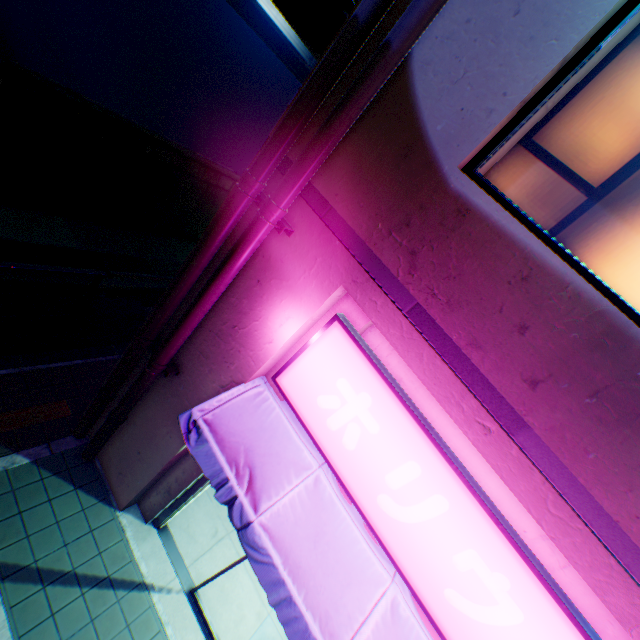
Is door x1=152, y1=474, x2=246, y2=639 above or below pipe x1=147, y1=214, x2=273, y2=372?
below

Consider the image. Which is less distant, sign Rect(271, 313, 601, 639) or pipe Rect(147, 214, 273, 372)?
sign Rect(271, 313, 601, 639)

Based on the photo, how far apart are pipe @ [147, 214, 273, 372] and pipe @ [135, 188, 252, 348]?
0.1 meters

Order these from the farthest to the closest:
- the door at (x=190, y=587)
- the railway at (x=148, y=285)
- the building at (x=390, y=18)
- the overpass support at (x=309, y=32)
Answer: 1. the railway at (x=148, y=285)
2. the overpass support at (x=309, y=32)
3. the door at (x=190, y=587)
4. the building at (x=390, y=18)

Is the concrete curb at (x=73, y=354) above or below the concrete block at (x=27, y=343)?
below

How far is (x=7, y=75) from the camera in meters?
12.2
